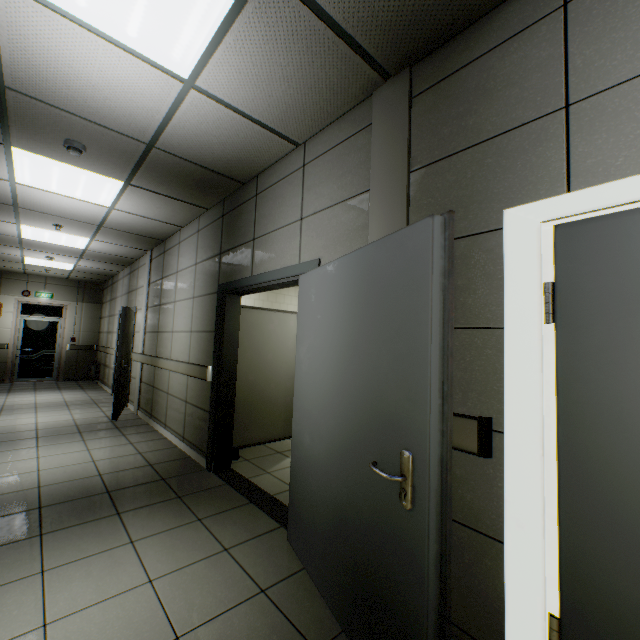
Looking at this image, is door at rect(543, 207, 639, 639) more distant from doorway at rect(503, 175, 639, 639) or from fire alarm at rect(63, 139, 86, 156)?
fire alarm at rect(63, 139, 86, 156)

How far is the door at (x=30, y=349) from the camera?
9.8m

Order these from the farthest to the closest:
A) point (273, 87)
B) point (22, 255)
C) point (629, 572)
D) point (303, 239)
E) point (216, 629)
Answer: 1. point (22, 255)
2. point (303, 239)
3. point (273, 87)
4. point (216, 629)
5. point (629, 572)

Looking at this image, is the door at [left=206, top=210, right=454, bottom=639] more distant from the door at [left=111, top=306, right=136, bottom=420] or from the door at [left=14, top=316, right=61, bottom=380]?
the door at [left=14, top=316, right=61, bottom=380]

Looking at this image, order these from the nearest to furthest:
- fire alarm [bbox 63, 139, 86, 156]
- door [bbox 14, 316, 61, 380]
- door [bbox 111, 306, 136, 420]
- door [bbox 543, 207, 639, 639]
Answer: door [bbox 543, 207, 639, 639] → fire alarm [bbox 63, 139, 86, 156] → door [bbox 111, 306, 136, 420] → door [bbox 14, 316, 61, 380]

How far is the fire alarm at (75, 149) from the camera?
2.94m

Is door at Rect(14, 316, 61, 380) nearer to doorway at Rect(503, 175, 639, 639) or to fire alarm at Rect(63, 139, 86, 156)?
fire alarm at Rect(63, 139, 86, 156)

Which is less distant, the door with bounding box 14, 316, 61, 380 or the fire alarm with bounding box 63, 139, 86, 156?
the fire alarm with bounding box 63, 139, 86, 156
